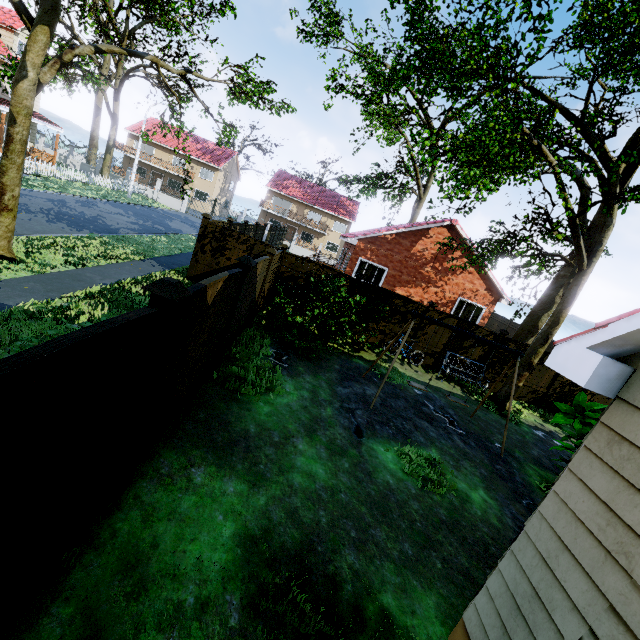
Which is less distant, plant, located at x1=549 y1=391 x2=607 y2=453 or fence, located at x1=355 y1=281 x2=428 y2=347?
plant, located at x1=549 y1=391 x2=607 y2=453

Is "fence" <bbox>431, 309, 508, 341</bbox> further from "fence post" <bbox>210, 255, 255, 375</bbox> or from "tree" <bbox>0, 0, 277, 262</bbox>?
"tree" <bbox>0, 0, 277, 262</bbox>

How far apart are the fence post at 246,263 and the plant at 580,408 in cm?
756

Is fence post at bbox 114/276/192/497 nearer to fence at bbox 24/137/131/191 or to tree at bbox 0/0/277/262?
fence at bbox 24/137/131/191

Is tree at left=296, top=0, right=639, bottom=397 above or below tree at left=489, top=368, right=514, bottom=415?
above

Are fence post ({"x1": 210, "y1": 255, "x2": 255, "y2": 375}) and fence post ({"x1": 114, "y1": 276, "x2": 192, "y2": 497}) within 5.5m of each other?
yes

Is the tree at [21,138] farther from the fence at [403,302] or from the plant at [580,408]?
the plant at [580,408]

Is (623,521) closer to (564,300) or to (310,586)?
(310,586)
